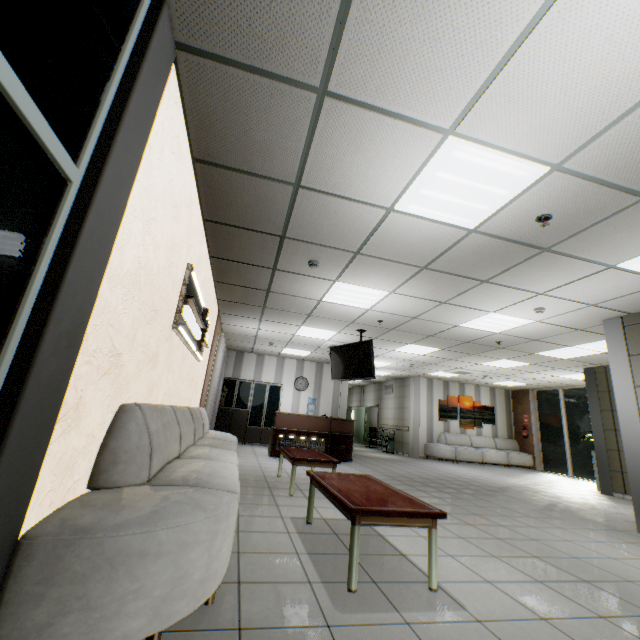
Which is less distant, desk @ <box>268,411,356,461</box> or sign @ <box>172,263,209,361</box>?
sign @ <box>172,263,209,361</box>

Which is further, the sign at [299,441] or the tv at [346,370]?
the sign at [299,441]

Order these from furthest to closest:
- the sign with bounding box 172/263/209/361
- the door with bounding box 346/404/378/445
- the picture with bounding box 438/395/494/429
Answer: the door with bounding box 346/404/378/445
the picture with bounding box 438/395/494/429
the sign with bounding box 172/263/209/361

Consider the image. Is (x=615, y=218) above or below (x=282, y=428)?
above

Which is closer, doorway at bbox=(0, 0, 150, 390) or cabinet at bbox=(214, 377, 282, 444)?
doorway at bbox=(0, 0, 150, 390)

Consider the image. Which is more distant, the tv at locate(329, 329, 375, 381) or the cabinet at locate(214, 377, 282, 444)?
the cabinet at locate(214, 377, 282, 444)

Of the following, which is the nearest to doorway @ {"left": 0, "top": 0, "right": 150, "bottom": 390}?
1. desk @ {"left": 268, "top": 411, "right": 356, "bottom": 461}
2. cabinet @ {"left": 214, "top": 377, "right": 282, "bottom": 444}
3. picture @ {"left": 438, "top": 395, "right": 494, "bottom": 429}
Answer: desk @ {"left": 268, "top": 411, "right": 356, "bottom": 461}

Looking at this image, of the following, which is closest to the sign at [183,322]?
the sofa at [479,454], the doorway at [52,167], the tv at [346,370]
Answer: the doorway at [52,167]
